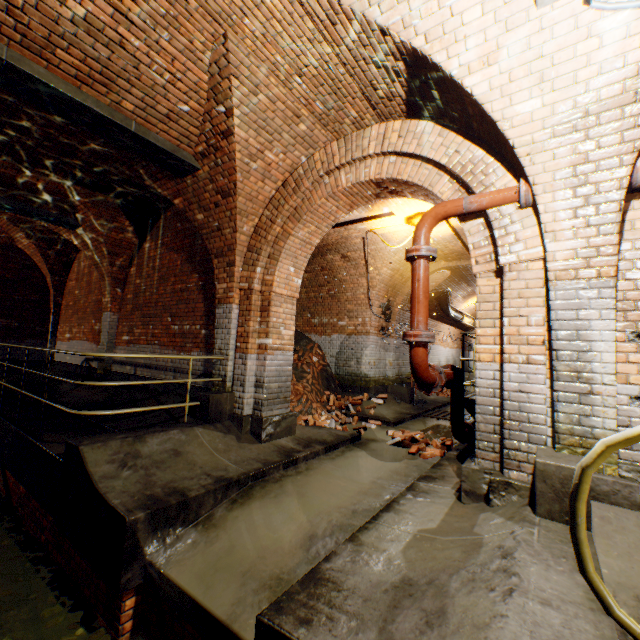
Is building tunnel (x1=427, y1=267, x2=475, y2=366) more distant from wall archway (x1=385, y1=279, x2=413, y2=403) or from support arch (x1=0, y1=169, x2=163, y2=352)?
support arch (x1=0, y1=169, x2=163, y2=352)

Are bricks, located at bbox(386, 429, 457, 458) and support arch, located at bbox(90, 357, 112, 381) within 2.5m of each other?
no

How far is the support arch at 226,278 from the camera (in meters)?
3.92

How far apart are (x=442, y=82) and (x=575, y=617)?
4.2m

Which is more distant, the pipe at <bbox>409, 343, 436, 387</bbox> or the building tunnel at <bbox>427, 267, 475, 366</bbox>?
the building tunnel at <bbox>427, 267, 475, 366</bbox>

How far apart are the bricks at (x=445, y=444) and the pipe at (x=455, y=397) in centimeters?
35cm

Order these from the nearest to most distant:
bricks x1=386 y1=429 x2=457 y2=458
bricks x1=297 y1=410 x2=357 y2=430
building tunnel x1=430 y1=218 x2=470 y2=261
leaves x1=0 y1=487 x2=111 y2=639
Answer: leaves x1=0 y1=487 x2=111 y2=639 → bricks x1=386 y1=429 x2=457 y2=458 → bricks x1=297 y1=410 x2=357 y2=430 → building tunnel x1=430 y1=218 x2=470 y2=261

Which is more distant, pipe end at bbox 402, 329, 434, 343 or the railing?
pipe end at bbox 402, 329, 434, 343
